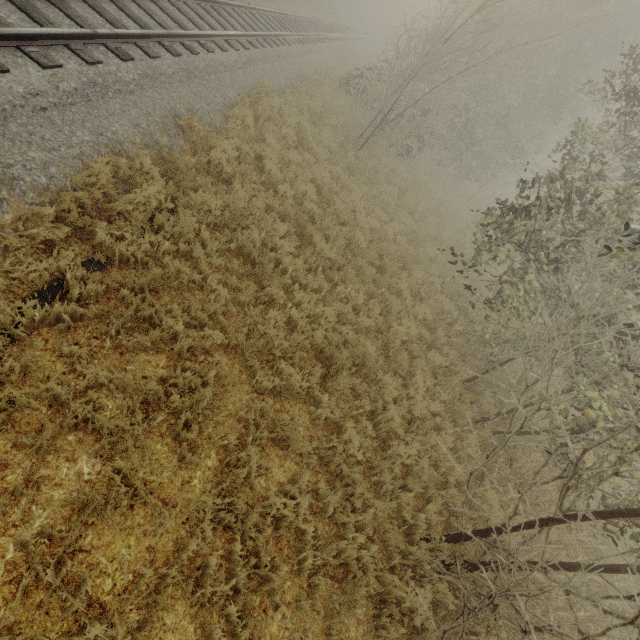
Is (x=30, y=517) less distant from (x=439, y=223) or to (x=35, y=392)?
(x=35, y=392)
